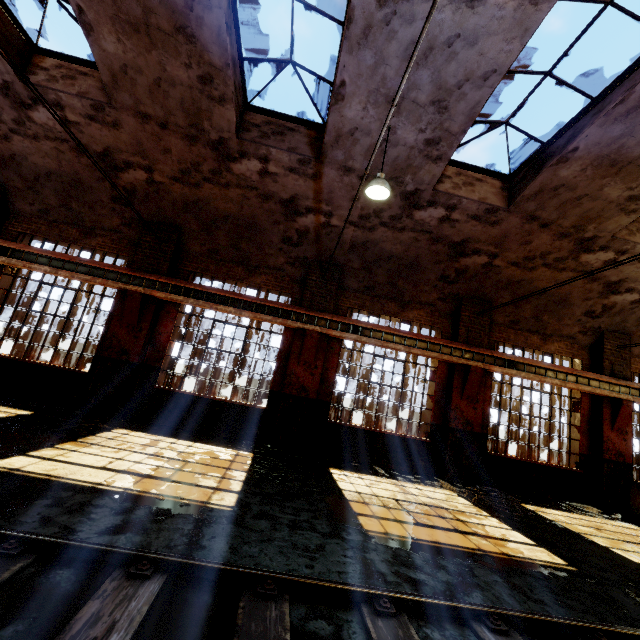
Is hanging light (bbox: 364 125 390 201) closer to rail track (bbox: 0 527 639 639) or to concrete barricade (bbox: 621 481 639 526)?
rail track (bbox: 0 527 639 639)

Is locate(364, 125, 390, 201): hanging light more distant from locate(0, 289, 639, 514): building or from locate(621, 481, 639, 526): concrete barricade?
locate(621, 481, 639, 526): concrete barricade

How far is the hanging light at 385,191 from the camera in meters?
6.4 m

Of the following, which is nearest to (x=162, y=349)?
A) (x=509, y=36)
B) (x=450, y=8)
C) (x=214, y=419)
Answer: (x=214, y=419)

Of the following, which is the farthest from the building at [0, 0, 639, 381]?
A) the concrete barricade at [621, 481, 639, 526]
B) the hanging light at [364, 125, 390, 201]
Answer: the concrete barricade at [621, 481, 639, 526]

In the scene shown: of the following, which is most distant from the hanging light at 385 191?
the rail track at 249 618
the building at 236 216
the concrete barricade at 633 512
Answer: the concrete barricade at 633 512
